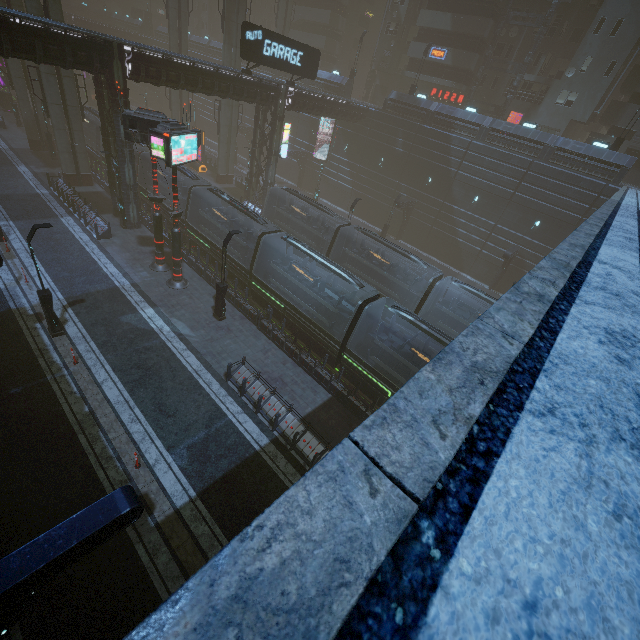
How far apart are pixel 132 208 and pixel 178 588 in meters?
30.3 m

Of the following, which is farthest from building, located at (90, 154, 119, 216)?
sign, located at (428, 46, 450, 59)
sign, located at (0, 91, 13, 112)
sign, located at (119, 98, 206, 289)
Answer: sign, located at (119, 98, 206, 289)

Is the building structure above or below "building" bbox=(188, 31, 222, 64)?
above

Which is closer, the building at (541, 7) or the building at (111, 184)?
the building at (111, 184)

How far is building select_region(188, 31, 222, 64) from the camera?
51.1 meters

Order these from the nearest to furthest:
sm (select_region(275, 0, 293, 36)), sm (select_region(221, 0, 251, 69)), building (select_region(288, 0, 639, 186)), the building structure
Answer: building (select_region(288, 0, 639, 186)) → sm (select_region(221, 0, 251, 69)) → the building structure → sm (select_region(275, 0, 293, 36))

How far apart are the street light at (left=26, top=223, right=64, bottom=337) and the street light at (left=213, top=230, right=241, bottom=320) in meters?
7.1 m

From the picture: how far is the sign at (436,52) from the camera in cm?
3844
